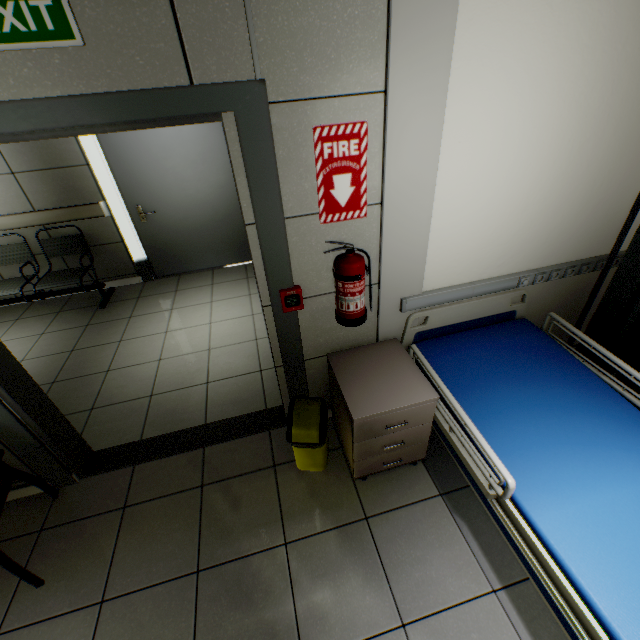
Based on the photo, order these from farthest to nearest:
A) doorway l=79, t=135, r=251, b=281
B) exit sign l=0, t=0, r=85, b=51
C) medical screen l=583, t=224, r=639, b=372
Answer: doorway l=79, t=135, r=251, b=281 → medical screen l=583, t=224, r=639, b=372 → exit sign l=0, t=0, r=85, b=51

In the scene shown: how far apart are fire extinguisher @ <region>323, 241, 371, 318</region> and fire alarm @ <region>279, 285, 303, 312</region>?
0.2 meters

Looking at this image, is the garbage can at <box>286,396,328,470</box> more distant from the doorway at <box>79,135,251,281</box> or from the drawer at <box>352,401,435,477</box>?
the doorway at <box>79,135,251,281</box>

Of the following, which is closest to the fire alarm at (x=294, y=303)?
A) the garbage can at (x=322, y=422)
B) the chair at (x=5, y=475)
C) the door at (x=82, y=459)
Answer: the door at (x=82, y=459)

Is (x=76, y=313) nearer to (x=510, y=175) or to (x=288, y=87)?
(x=288, y=87)

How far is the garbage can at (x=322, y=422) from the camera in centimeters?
197cm

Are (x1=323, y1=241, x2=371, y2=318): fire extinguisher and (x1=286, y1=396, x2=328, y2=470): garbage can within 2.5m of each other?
yes

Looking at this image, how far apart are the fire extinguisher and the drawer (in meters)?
0.60
